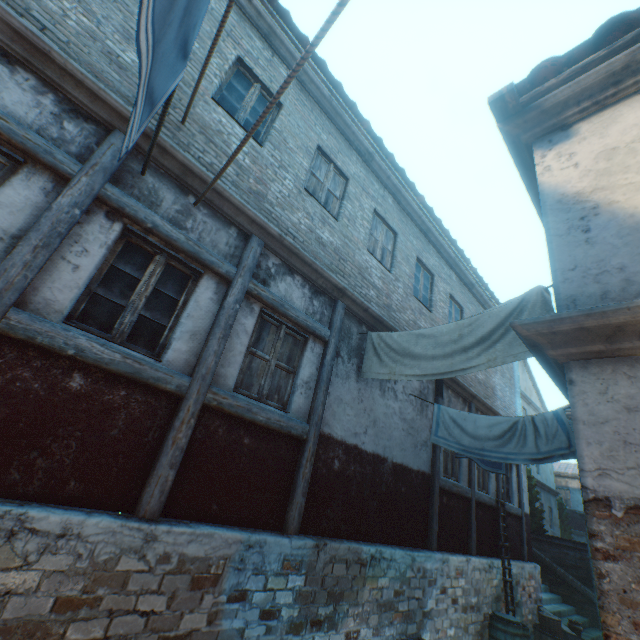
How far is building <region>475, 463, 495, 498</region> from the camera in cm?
898

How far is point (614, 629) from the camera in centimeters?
157cm

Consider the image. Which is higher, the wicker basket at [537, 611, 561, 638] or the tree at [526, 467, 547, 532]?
the tree at [526, 467, 547, 532]

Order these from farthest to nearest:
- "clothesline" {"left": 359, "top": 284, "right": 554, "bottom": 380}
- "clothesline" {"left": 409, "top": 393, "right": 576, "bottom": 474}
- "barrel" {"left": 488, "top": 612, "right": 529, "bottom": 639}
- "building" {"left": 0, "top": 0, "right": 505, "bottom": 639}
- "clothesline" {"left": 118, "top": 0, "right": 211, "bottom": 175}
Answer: "barrel" {"left": 488, "top": 612, "right": 529, "bottom": 639}
"clothesline" {"left": 409, "top": 393, "right": 576, "bottom": 474}
"clothesline" {"left": 359, "top": 284, "right": 554, "bottom": 380}
"building" {"left": 0, "top": 0, "right": 505, "bottom": 639}
"clothesline" {"left": 118, "top": 0, "right": 211, "bottom": 175}

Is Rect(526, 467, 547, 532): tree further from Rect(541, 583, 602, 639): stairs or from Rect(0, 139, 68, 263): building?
Rect(0, 139, 68, 263): building

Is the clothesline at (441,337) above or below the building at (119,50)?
below

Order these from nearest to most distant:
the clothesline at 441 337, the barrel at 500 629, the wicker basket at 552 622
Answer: the clothesline at 441 337 → the barrel at 500 629 → the wicker basket at 552 622
